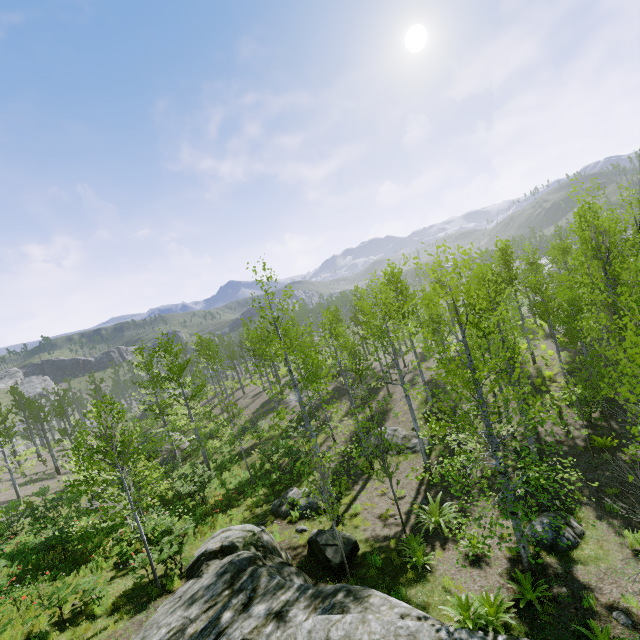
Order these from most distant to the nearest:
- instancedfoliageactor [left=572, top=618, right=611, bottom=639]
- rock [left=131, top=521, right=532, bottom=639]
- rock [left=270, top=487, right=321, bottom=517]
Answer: rock [left=270, top=487, right=321, bottom=517] → instancedfoliageactor [left=572, top=618, right=611, bottom=639] → rock [left=131, top=521, right=532, bottom=639]

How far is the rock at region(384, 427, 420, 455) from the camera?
18.1m

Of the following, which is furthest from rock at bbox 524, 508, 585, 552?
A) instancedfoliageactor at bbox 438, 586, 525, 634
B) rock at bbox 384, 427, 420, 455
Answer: instancedfoliageactor at bbox 438, 586, 525, 634

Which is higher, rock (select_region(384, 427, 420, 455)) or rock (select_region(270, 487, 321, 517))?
rock (select_region(270, 487, 321, 517))

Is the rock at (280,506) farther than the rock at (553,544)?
Yes

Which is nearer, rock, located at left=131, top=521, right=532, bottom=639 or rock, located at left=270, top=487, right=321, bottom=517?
rock, located at left=131, top=521, right=532, bottom=639

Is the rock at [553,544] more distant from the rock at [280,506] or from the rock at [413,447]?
the rock at [413,447]

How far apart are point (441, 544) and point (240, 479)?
13.1m
